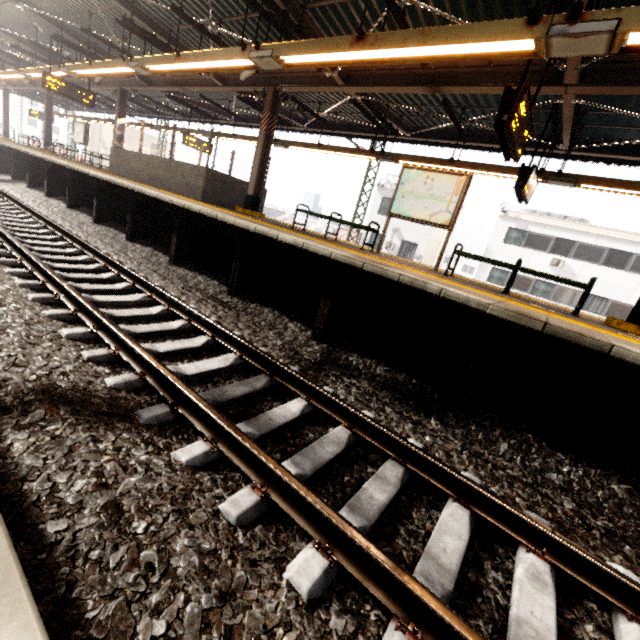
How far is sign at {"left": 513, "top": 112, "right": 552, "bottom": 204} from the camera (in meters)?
6.72

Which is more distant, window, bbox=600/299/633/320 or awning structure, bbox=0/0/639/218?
window, bbox=600/299/633/320

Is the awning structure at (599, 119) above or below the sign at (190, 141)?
above

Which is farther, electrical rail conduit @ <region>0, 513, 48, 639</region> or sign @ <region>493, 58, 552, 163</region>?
sign @ <region>493, 58, 552, 163</region>

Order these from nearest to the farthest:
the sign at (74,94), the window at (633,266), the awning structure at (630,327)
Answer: the awning structure at (630,327) → the sign at (74,94) → the window at (633,266)

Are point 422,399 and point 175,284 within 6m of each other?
yes

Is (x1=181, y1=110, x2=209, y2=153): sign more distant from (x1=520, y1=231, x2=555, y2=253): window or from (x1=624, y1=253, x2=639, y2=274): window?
(x1=624, y1=253, x2=639, y2=274): window

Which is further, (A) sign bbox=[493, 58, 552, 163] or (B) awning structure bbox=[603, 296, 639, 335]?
(B) awning structure bbox=[603, 296, 639, 335]
